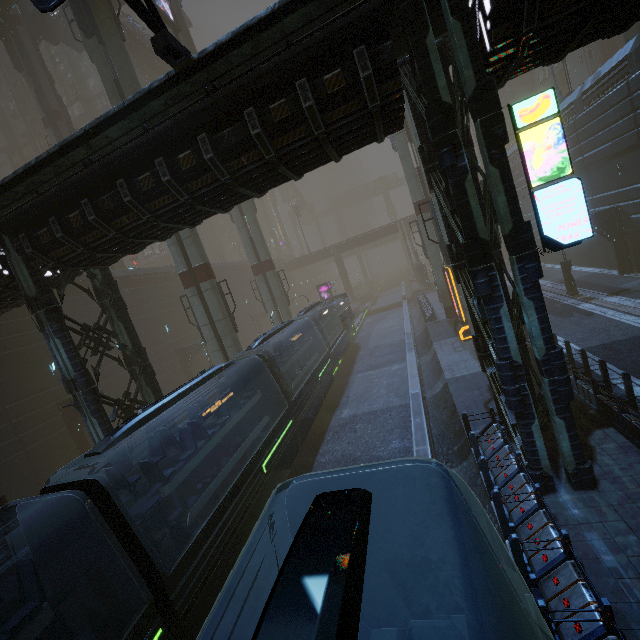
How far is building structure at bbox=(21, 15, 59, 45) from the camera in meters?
31.7 m

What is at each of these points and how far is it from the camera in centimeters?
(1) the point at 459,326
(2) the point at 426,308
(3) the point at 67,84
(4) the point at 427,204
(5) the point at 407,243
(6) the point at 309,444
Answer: (1) sign, 2139cm
(2) building, 3216cm
(3) building, 4991cm
(4) sm, 2562cm
(5) building, 5931cm
(6) train rail, 1698cm

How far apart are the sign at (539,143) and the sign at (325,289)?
39.7 meters

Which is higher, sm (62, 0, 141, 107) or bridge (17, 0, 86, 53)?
bridge (17, 0, 86, 53)

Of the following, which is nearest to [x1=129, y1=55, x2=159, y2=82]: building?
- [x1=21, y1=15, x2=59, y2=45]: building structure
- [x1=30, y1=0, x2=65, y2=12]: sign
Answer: [x1=21, y1=15, x2=59, y2=45]: building structure

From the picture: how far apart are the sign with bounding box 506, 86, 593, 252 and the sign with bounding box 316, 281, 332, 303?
39.73m

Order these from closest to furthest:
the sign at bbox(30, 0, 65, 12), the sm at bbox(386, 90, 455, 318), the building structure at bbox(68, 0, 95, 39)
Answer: the sign at bbox(30, 0, 65, 12) → the sm at bbox(386, 90, 455, 318) → the building structure at bbox(68, 0, 95, 39)

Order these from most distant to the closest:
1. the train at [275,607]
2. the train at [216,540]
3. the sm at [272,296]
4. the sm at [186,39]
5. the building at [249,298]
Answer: the building at [249,298], the sm at [272,296], the sm at [186,39], the train at [216,540], the train at [275,607]
